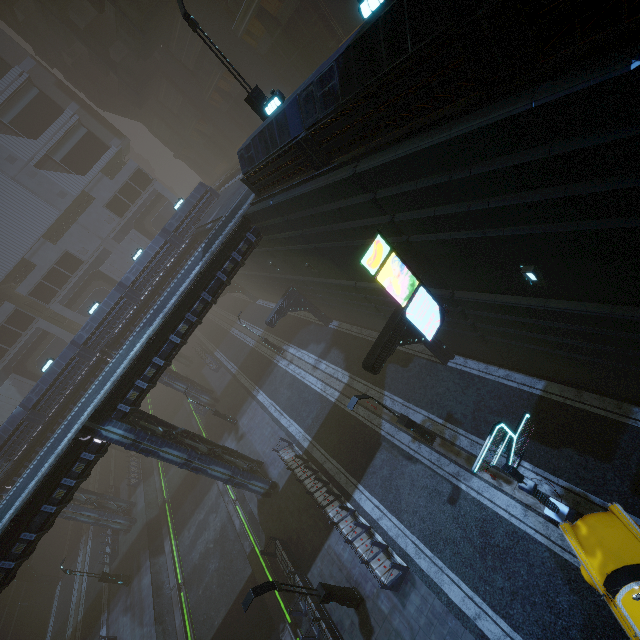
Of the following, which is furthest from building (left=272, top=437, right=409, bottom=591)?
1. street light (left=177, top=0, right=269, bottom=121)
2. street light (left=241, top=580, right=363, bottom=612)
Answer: street light (left=177, top=0, right=269, bottom=121)

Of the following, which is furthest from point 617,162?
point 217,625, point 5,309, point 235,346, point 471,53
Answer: point 5,309

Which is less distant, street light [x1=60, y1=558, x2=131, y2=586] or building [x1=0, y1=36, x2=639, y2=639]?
building [x1=0, y1=36, x2=639, y2=639]

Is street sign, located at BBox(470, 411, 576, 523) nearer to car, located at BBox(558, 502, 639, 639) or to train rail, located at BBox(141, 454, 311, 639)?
car, located at BBox(558, 502, 639, 639)

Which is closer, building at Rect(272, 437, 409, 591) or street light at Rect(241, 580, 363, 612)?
street light at Rect(241, 580, 363, 612)

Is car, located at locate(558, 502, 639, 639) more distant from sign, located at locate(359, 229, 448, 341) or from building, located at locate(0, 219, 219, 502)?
sign, located at locate(359, 229, 448, 341)

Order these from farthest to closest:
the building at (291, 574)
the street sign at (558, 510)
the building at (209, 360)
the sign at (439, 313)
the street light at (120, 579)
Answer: the building at (209, 360) → the street light at (120, 579) → the building at (291, 574) → the sign at (439, 313) → the street sign at (558, 510)

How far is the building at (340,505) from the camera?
13.09m
